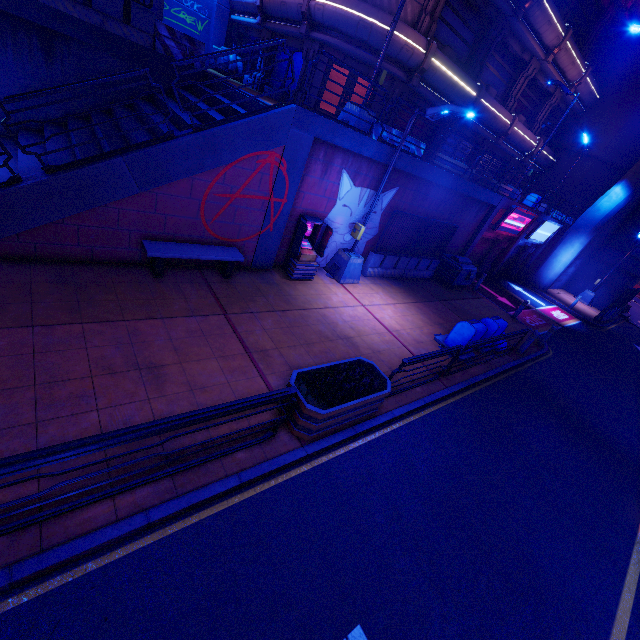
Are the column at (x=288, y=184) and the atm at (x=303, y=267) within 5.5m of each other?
yes

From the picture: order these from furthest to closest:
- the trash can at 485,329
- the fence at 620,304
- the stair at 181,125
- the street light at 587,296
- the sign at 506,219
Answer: the street light at 587,296
the fence at 620,304
the sign at 506,219
the trash can at 485,329
the stair at 181,125

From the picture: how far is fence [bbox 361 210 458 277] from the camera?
13.02m

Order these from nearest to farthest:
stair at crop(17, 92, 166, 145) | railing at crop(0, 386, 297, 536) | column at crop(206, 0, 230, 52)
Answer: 1. railing at crop(0, 386, 297, 536)
2. stair at crop(17, 92, 166, 145)
3. column at crop(206, 0, 230, 52)

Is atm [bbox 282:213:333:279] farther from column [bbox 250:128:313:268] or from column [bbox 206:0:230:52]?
column [bbox 206:0:230:52]

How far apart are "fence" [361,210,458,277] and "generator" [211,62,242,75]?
16.54m

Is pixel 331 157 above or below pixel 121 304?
above

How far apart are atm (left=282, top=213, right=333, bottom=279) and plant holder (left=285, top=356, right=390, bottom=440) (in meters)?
4.40
